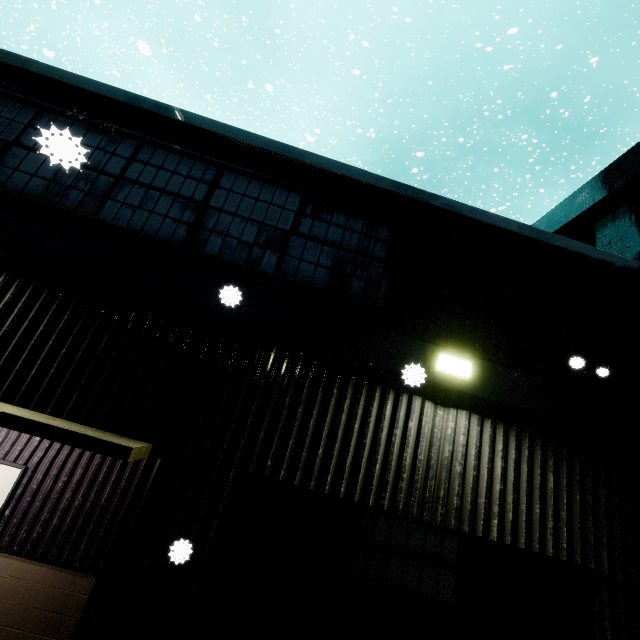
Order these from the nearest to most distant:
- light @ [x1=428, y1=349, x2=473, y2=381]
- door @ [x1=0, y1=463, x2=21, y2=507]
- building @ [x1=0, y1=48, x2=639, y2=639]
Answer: building @ [x1=0, y1=48, x2=639, y2=639] < light @ [x1=428, y1=349, x2=473, y2=381] < door @ [x1=0, y1=463, x2=21, y2=507]

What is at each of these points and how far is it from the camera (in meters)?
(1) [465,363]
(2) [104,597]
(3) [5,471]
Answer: (1) light, 3.89
(2) building, 2.86
(3) door, 4.69

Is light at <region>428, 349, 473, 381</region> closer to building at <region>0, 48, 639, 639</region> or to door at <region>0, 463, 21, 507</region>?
building at <region>0, 48, 639, 639</region>

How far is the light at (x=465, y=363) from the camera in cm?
384

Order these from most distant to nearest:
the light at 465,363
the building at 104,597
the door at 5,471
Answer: the door at 5,471 → the light at 465,363 → the building at 104,597

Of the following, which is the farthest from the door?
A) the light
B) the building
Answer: the light

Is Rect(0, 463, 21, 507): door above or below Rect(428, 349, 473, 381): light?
below
